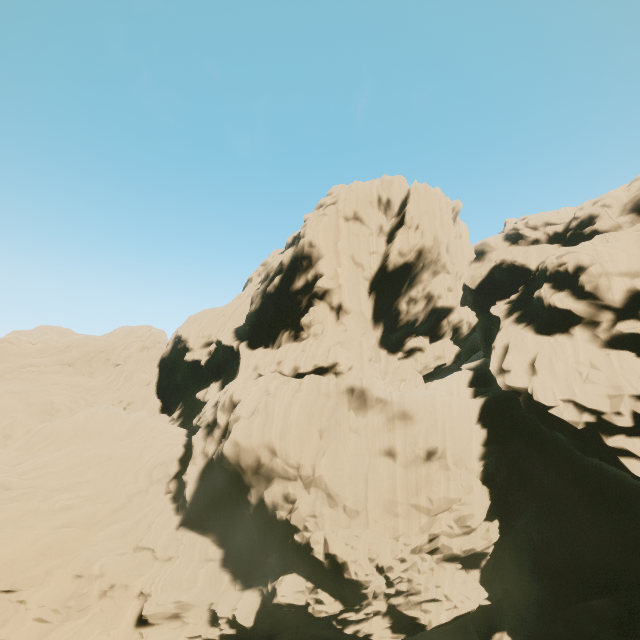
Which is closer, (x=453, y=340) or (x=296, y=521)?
(x=296, y=521)
